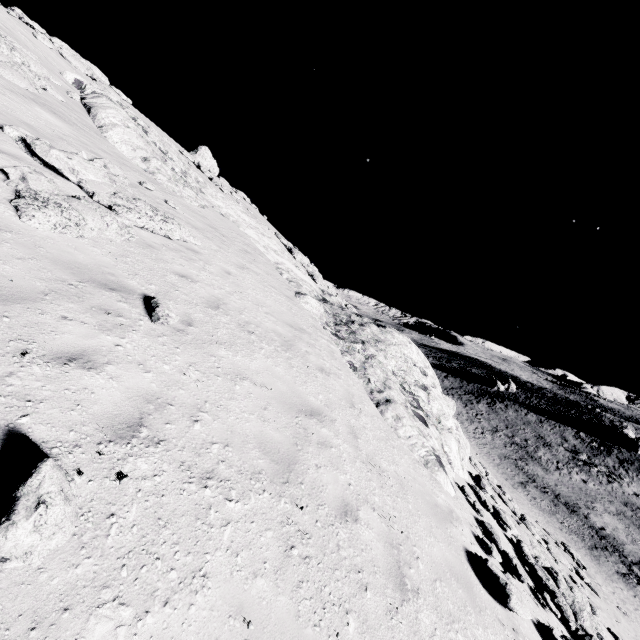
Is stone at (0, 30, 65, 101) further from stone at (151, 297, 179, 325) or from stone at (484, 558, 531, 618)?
stone at (484, 558, 531, 618)

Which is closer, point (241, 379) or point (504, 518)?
point (241, 379)

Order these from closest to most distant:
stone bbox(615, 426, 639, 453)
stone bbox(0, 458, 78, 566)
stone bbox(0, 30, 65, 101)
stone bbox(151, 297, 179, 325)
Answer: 1. stone bbox(0, 458, 78, 566)
2. stone bbox(151, 297, 179, 325)
3. stone bbox(0, 30, 65, 101)
4. stone bbox(615, 426, 639, 453)

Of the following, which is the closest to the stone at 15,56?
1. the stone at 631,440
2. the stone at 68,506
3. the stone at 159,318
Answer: the stone at 159,318

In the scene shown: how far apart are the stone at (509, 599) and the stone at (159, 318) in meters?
7.8 m

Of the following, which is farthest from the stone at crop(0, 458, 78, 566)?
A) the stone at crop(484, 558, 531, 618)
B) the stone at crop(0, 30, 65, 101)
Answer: the stone at crop(0, 30, 65, 101)

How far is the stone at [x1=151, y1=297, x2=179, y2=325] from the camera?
5.4m

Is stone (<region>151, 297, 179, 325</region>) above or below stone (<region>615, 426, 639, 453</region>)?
above
